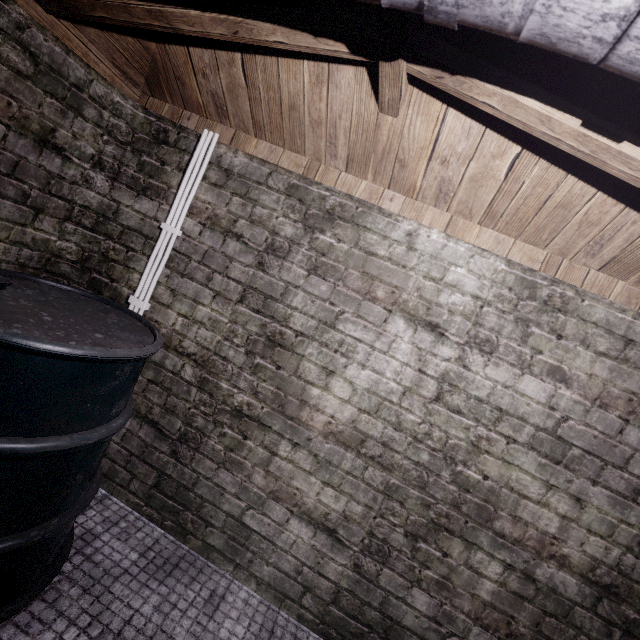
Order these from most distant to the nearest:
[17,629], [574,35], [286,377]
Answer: [286,377] → [17,629] → [574,35]

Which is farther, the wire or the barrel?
the wire

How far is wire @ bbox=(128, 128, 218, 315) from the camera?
1.7m

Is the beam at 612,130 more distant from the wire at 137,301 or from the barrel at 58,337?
the barrel at 58,337

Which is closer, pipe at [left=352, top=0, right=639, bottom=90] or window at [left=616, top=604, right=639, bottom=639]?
pipe at [left=352, top=0, right=639, bottom=90]

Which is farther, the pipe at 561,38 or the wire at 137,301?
the wire at 137,301

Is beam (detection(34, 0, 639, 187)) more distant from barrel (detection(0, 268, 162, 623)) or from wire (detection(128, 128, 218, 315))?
barrel (detection(0, 268, 162, 623))

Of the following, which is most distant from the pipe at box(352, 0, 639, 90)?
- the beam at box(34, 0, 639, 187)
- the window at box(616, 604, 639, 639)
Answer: the window at box(616, 604, 639, 639)
